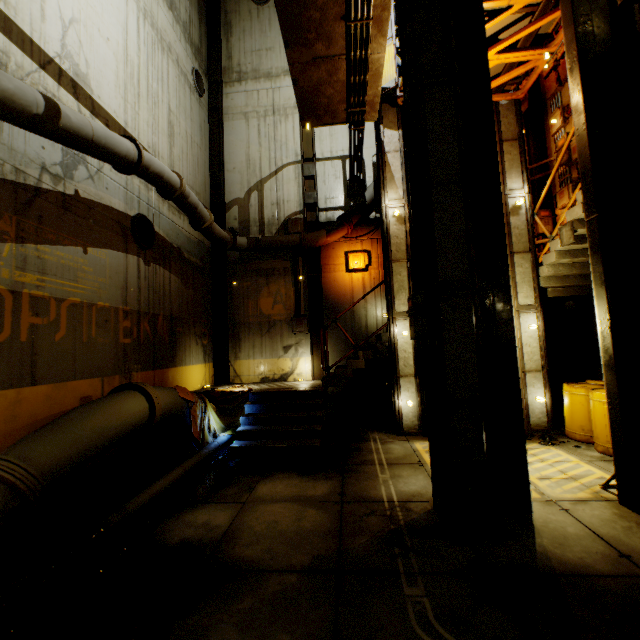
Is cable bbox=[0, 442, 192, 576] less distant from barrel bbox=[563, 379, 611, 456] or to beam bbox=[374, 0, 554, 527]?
beam bbox=[374, 0, 554, 527]

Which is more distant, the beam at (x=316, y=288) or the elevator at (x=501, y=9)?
the beam at (x=316, y=288)

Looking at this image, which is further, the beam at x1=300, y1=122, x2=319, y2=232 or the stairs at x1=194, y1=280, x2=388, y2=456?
the beam at x1=300, y1=122, x2=319, y2=232

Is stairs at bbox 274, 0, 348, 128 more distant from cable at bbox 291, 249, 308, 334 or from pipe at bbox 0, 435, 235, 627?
cable at bbox 291, 249, 308, 334

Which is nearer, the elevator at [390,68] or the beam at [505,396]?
the beam at [505,396]

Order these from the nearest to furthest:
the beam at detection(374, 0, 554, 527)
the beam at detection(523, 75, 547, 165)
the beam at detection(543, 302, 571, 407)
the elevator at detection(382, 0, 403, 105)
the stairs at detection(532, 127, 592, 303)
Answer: the beam at detection(374, 0, 554, 527)
the stairs at detection(532, 127, 592, 303)
the elevator at detection(382, 0, 403, 105)
the beam at detection(543, 302, 571, 407)
the beam at detection(523, 75, 547, 165)

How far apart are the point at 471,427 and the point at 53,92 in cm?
841

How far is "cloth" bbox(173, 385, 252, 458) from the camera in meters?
6.9
